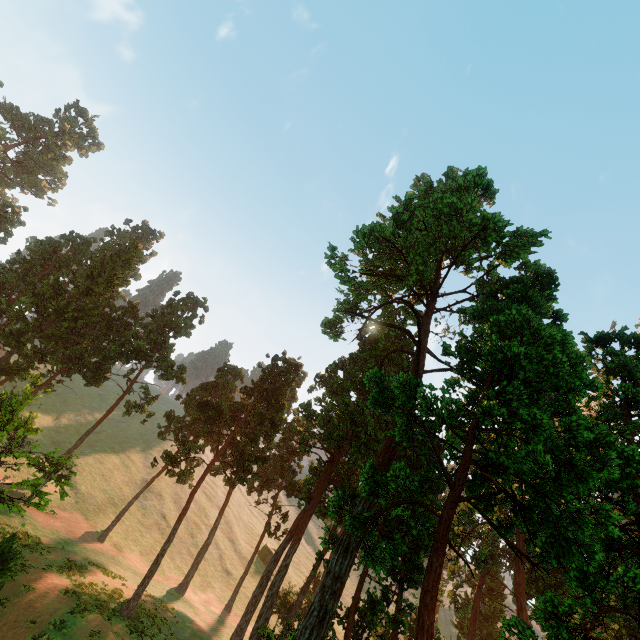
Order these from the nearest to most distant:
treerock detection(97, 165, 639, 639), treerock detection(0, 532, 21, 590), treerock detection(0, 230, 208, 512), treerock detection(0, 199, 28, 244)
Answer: treerock detection(97, 165, 639, 639) < treerock detection(0, 532, 21, 590) < treerock detection(0, 230, 208, 512) < treerock detection(0, 199, 28, 244)

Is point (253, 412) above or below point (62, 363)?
above

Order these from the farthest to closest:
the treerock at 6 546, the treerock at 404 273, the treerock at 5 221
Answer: the treerock at 5 221 < the treerock at 6 546 < the treerock at 404 273

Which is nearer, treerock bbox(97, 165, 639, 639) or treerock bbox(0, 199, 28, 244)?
treerock bbox(97, 165, 639, 639)

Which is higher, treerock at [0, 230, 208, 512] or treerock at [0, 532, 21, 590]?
treerock at [0, 230, 208, 512]

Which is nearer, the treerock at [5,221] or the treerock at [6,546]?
the treerock at [6,546]
